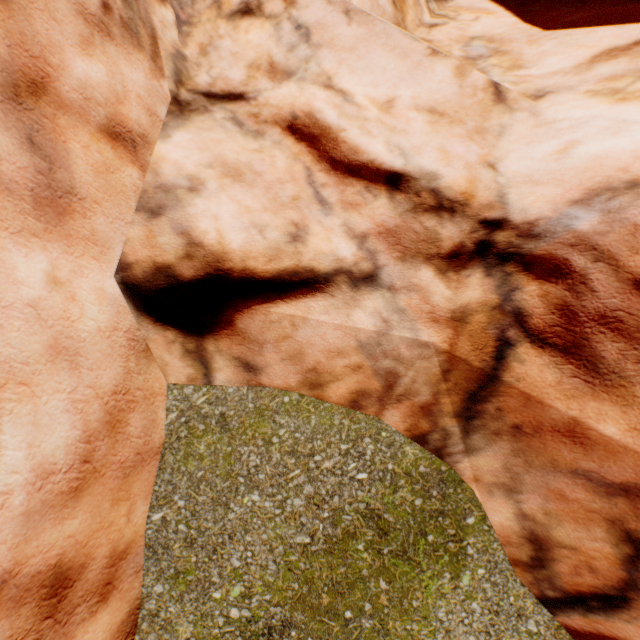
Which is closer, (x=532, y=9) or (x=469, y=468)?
(x=469, y=468)
